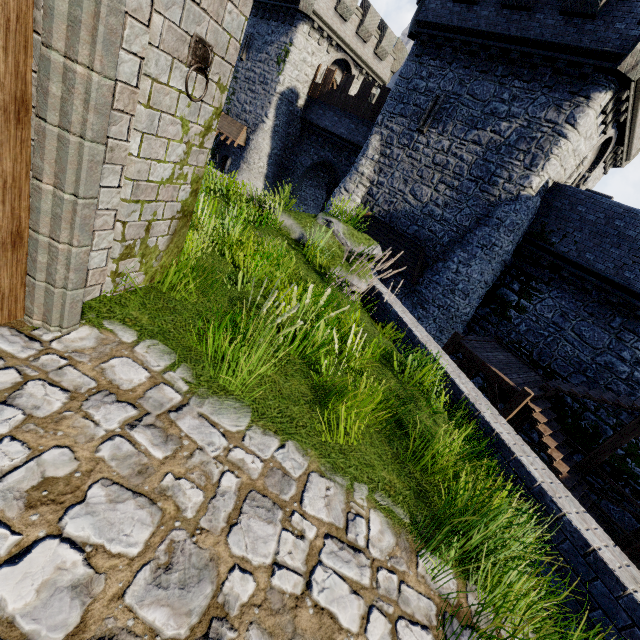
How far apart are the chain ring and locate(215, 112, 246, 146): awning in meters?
26.8 m

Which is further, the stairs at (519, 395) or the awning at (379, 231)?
the awning at (379, 231)

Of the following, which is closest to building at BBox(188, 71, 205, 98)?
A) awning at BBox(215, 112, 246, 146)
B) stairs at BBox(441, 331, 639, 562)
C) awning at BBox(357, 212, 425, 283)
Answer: stairs at BBox(441, 331, 639, 562)

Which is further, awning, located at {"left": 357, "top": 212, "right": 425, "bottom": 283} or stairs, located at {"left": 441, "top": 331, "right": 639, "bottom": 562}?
awning, located at {"left": 357, "top": 212, "right": 425, "bottom": 283}

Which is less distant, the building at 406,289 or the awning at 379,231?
the awning at 379,231

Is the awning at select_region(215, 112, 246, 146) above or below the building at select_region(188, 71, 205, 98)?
below

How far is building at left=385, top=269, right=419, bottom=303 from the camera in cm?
1752

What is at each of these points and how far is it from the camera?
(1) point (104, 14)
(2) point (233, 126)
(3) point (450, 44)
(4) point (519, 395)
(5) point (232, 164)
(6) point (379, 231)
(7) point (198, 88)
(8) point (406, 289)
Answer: (1) double door, 1.6m
(2) awning, 27.4m
(3) building, 15.7m
(4) stairs, 10.5m
(5) building, 28.3m
(6) awning, 18.2m
(7) building, 2.7m
(8) building, 17.7m
